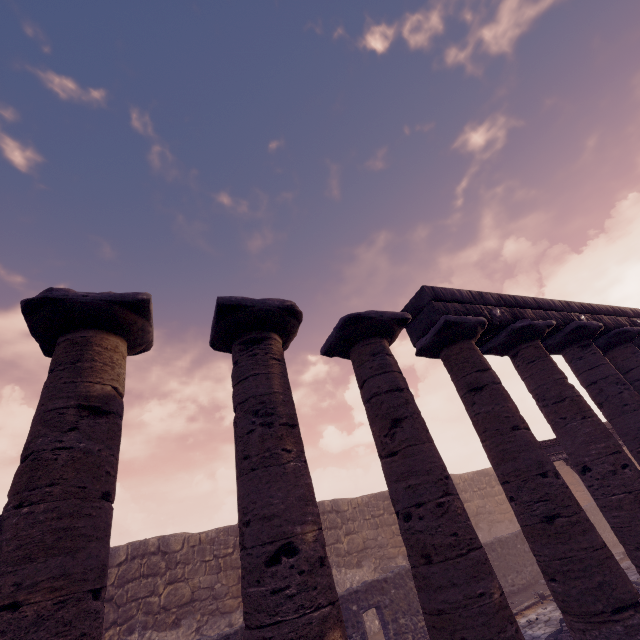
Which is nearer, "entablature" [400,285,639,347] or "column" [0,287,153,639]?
"column" [0,287,153,639]

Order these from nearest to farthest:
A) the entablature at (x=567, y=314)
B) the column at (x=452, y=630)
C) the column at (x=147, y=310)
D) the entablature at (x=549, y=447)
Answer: the column at (x=147, y=310), the column at (x=452, y=630), the entablature at (x=567, y=314), the entablature at (x=549, y=447)

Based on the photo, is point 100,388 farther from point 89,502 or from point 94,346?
point 89,502

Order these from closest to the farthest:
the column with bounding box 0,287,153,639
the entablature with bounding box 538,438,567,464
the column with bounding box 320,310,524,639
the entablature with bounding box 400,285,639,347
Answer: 1. the column with bounding box 0,287,153,639
2. the column with bounding box 320,310,524,639
3. the entablature with bounding box 400,285,639,347
4. the entablature with bounding box 538,438,567,464

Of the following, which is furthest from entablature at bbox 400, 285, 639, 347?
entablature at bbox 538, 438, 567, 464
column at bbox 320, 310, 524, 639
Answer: entablature at bbox 538, 438, 567, 464

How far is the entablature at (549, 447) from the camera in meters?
11.5 m

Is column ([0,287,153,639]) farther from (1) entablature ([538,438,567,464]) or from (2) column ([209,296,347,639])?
(1) entablature ([538,438,567,464])

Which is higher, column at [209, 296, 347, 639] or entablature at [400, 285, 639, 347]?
entablature at [400, 285, 639, 347]
